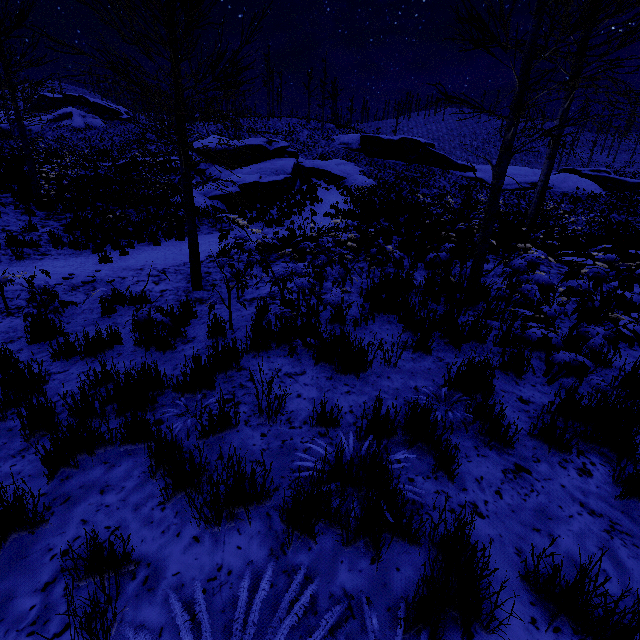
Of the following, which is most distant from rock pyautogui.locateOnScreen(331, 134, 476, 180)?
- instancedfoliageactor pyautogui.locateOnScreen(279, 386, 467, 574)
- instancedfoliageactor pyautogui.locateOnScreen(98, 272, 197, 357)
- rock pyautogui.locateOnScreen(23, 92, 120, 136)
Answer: instancedfoliageactor pyautogui.locateOnScreen(279, 386, 467, 574)

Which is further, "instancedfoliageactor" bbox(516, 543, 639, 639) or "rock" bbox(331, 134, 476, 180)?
"rock" bbox(331, 134, 476, 180)

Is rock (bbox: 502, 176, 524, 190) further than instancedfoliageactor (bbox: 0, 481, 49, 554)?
Yes

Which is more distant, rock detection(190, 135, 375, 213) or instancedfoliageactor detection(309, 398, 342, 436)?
rock detection(190, 135, 375, 213)

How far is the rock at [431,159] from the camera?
39.8m

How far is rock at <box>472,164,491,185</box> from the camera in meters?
39.7

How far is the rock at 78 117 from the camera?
51.6m

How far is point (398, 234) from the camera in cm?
1123
